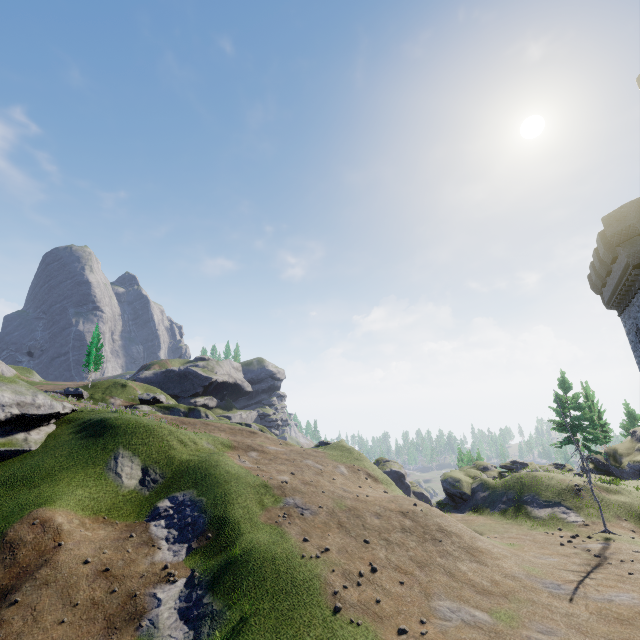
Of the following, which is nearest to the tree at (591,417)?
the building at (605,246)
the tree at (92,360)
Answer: the building at (605,246)

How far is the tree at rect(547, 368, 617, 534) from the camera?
21.1 meters

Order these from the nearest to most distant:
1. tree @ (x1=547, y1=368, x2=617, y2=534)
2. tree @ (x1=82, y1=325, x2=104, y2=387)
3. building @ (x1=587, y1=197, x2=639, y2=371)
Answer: building @ (x1=587, y1=197, x2=639, y2=371), tree @ (x1=547, y1=368, x2=617, y2=534), tree @ (x1=82, y1=325, x2=104, y2=387)

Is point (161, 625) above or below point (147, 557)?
below

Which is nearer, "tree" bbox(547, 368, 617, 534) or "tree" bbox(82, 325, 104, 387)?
"tree" bbox(547, 368, 617, 534)

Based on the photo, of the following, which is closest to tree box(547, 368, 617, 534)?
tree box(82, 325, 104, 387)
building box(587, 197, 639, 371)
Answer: building box(587, 197, 639, 371)

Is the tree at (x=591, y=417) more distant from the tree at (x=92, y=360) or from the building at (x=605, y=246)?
the tree at (x=92, y=360)
